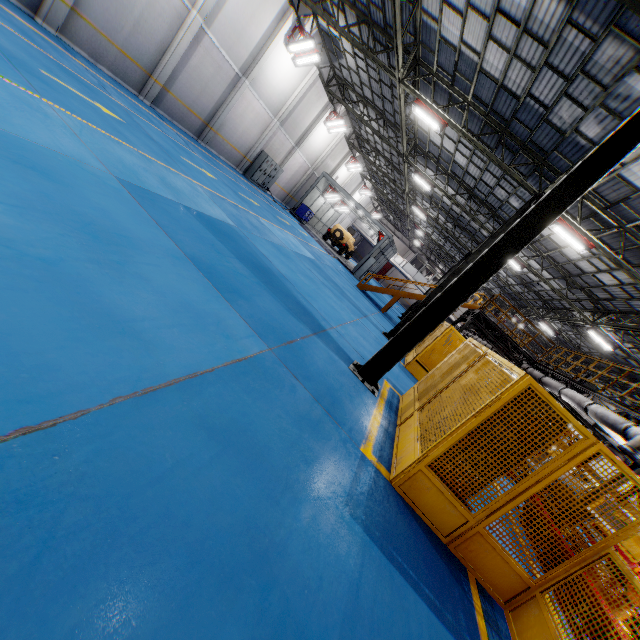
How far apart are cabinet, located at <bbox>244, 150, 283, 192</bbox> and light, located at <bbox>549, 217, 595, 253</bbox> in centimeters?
1751cm

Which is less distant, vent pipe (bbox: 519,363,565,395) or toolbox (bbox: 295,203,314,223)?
vent pipe (bbox: 519,363,565,395)

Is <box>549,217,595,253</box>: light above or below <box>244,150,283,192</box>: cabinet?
above

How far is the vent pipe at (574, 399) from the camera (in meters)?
10.94

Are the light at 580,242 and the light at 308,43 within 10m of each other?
no

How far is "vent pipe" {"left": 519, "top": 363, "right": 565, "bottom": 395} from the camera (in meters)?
13.01

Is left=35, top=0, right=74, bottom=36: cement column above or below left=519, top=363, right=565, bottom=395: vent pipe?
below

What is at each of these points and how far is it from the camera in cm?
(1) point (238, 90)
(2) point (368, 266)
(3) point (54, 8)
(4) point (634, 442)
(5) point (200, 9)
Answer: (1) cement column, 1714
(2) cabinet, 2661
(3) cement column, 1018
(4) vent pipe, 826
(5) cement column, 1307
